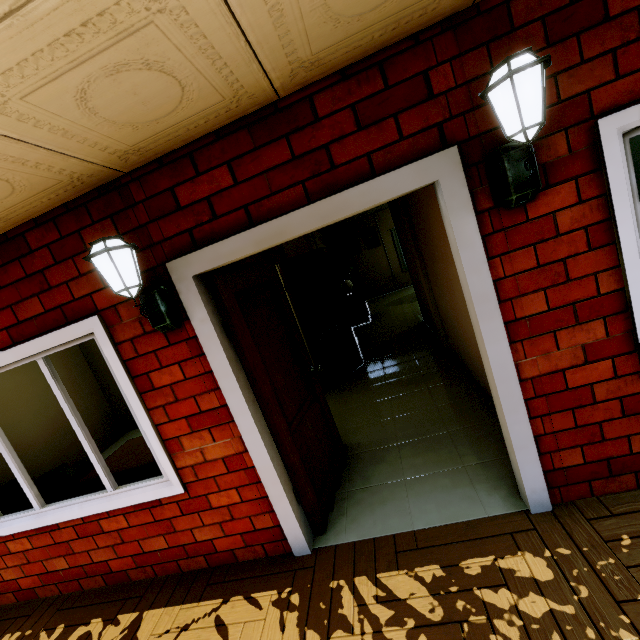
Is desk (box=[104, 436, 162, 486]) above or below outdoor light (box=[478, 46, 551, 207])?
below

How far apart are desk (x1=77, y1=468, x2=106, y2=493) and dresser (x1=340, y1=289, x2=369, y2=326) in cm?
545

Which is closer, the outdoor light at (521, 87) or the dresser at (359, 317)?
the outdoor light at (521, 87)

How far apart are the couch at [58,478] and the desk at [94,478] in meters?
0.1

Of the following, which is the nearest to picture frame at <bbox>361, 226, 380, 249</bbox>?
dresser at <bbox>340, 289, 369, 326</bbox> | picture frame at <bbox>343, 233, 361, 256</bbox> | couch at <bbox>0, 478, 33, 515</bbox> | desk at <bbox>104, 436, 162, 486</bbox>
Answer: picture frame at <bbox>343, 233, 361, 256</bbox>

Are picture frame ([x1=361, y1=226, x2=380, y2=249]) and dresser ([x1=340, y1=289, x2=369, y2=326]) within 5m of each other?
yes

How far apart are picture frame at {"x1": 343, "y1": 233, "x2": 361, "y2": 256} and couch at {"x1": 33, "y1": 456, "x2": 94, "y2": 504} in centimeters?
914cm

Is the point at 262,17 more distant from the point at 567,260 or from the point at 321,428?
the point at 321,428
